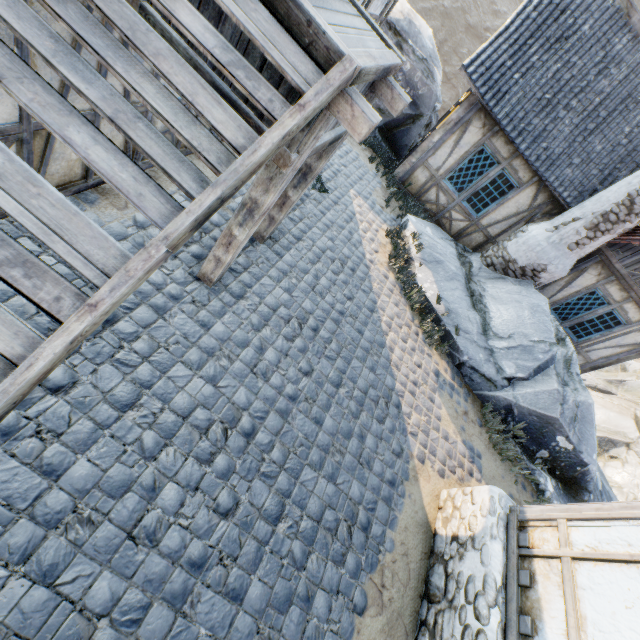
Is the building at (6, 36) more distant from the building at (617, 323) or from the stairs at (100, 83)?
the building at (617, 323)

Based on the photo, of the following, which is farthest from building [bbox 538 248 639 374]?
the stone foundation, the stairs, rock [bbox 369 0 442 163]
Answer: the stairs

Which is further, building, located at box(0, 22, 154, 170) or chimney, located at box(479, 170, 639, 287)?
chimney, located at box(479, 170, 639, 287)

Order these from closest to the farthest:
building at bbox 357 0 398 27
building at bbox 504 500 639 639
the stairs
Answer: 1. the stairs
2. building at bbox 504 500 639 639
3. building at bbox 357 0 398 27

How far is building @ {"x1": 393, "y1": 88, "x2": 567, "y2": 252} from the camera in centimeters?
850cm

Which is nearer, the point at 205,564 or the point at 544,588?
the point at 205,564

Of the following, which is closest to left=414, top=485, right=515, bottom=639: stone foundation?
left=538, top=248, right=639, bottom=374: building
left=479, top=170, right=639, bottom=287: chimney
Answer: left=479, top=170, right=639, bottom=287: chimney

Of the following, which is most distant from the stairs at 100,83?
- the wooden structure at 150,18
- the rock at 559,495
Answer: the rock at 559,495
